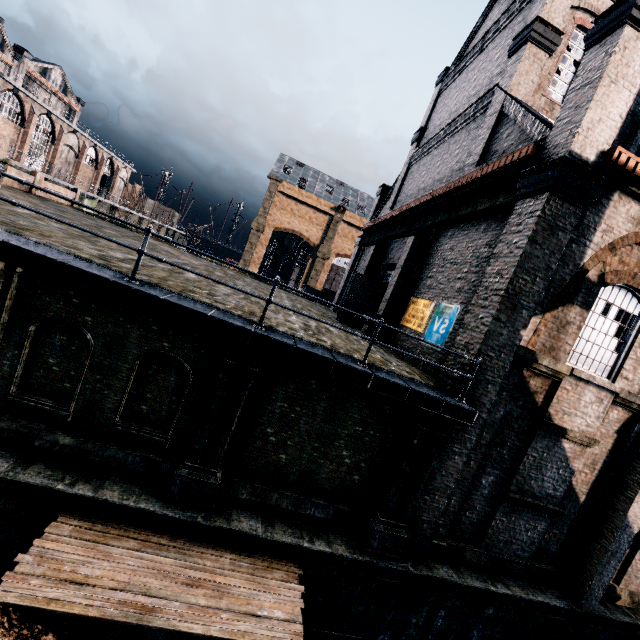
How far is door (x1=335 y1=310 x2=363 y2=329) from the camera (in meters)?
19.61

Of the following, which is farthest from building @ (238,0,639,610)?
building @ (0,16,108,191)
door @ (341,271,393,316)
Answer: building @ (0,16,108,191)

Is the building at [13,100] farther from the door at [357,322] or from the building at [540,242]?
the door at [357,322]

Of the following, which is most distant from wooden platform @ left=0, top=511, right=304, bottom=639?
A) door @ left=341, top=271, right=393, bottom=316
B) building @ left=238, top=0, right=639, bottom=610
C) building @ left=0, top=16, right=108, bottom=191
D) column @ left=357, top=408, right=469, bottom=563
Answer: building @ left=0, top=16, right=108, bottom=191

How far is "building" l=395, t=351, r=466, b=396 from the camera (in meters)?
9.03

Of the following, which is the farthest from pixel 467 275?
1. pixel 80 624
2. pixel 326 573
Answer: pixel 80 624

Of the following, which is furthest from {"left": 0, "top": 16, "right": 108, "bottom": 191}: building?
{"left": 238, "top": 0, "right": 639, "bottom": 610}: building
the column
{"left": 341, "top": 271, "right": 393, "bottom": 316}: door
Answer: the column

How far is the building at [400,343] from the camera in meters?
9.3 m
